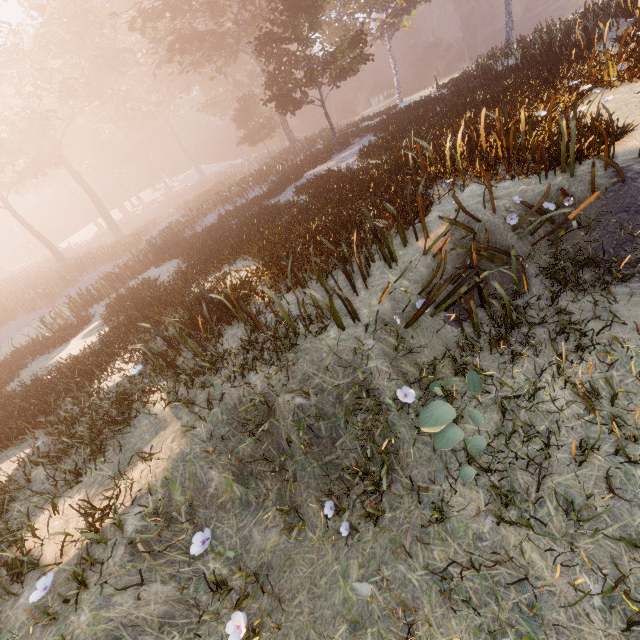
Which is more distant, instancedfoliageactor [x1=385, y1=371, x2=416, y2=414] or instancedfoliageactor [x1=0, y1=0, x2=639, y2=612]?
instancedfoliageactor [x1=0, y1=0, x2=639, y2=612]

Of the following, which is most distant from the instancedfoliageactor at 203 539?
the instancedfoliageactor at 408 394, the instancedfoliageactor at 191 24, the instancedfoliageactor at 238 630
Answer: the instancedfoliageactor at 191 24

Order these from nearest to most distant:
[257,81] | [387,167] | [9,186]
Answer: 1. [387,167]
2. [9,186]
3. [257,81]

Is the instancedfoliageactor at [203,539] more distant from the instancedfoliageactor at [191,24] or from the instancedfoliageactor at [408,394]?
the instancedfoliageactor at [191,24]

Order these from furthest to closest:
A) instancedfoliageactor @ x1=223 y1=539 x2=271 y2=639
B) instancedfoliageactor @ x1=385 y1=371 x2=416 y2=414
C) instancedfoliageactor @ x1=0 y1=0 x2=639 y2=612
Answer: instancedfoliageactor @ x1=0 y1=0 x2=639 y2=612 < instancedfoliageactor @ x1=385 y1=371 x2=416 y2=414 < instancedfoliageactor @ x1=223 y1=539 x2=271 y2=639

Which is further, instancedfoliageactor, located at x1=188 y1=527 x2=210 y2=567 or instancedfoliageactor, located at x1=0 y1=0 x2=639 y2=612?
instancedfoliageactor, located at x1=0 y1=0 x2=639 y2=612

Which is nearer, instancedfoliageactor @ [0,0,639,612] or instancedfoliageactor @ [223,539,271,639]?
instancedfoliageactor @ [223,539,271,639]

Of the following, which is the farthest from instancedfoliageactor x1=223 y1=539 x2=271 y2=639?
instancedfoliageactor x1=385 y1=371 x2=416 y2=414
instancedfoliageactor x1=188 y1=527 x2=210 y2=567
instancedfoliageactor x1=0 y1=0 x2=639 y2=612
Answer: instancedfoliageactor x1=0 y1=0 x2=639 y2=612
